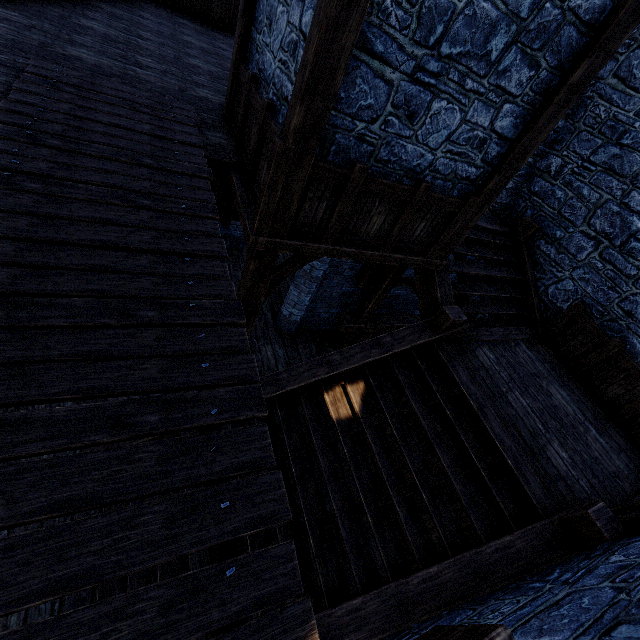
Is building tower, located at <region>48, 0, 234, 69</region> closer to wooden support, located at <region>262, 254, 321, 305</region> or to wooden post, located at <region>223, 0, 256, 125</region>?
wooden post, located at <region>223, 0, 256, 125</region>

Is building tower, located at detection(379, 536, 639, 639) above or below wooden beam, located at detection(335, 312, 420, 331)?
above

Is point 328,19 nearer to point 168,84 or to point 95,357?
point 95,357

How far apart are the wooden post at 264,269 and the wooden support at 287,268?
0.1 meters

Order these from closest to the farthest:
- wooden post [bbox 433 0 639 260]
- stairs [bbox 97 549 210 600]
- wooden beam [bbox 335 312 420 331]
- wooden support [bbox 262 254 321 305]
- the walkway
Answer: the walkway
wooden post [bbox 433 0 639 260]
stairs [bbox 97 549 210 600]
wooden support [bbox 262 254 321 305]
wooden beam [bbox 335 312 420 331]

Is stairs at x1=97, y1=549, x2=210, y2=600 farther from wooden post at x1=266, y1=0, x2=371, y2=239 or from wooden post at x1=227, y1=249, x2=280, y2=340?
wooden post at x1=266, y1=0, x2=371, y2=239

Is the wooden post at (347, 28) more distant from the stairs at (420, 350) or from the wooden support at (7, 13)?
the wooden support at (7, 13)

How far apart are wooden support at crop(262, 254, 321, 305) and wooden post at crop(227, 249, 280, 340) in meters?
0.1
